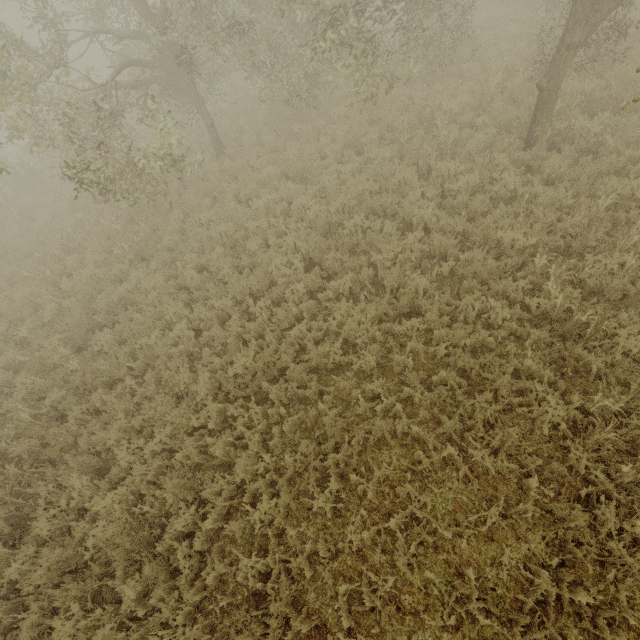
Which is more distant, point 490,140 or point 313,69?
point 313,69

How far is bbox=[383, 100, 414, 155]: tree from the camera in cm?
870

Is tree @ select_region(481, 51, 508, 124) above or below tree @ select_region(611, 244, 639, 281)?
above

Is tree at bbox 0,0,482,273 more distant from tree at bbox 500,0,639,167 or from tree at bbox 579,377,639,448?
tree at bbox 579,377,639,448

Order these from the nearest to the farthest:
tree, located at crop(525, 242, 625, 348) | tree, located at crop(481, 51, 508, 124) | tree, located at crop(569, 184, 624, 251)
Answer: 1. tree, located at crop(525, 242, 625, 348)
2. tree, located at crop(569, 184, 624, 251)
3. tree, located at crop(481, 51, 508, 124)

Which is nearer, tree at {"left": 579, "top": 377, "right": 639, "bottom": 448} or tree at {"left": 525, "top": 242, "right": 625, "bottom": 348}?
tree at {"left": 579, "top": 377, "right": 639, "bottom": 448}

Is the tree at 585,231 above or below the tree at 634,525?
above

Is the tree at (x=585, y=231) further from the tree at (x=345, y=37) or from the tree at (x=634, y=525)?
the tree at (x=634, y=525)
